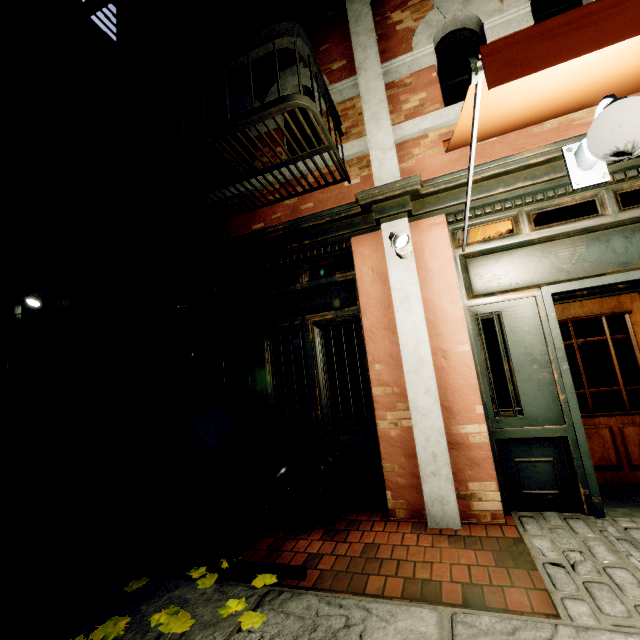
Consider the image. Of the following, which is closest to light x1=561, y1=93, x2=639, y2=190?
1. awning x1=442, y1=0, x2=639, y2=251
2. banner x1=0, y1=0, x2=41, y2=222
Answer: awning x1=442, y1=0, x2=639, y2=251

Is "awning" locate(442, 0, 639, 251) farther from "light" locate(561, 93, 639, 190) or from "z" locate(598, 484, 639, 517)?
"z" locate(598, 484, 639, 517)

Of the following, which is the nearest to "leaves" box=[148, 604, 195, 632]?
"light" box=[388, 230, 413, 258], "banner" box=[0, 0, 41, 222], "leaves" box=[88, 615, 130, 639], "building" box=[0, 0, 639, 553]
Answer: "leaves" box=[88, 615, 130, 639]

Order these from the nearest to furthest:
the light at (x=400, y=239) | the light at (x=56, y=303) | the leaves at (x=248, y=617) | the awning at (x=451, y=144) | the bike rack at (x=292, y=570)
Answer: the awning at (x=451, y=144) < the leaves at (x=248, y=617) < the bike rack at (x=292, y=570) < the light at (x=400, y=239) < the light at (x=56, y=303)

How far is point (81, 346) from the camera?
4.1m

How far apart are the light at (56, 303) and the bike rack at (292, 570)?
3.1 meters

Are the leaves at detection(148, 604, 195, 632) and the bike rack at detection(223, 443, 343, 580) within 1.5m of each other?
yes

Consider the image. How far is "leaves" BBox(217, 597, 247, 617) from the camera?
2.14m
